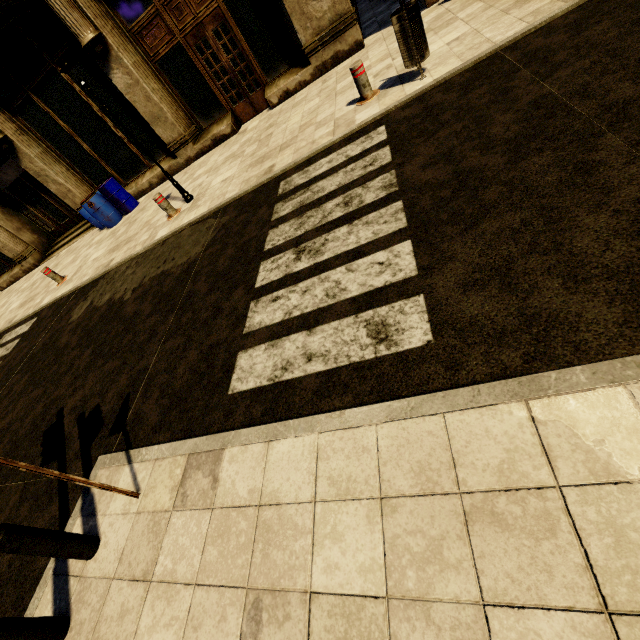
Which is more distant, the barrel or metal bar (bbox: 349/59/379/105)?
the barrel

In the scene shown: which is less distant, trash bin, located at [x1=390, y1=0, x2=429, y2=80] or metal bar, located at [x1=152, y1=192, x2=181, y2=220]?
trash bin, located at [x1=390, y1=0, x2=429, y2=80]

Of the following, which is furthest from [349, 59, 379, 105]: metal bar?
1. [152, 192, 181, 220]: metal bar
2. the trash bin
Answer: [152, 192, 181, 220]: metal bar

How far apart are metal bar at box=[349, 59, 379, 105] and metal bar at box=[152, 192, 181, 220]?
4.8 meters

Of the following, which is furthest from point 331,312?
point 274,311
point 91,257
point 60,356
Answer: point 91,257

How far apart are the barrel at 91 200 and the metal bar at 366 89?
8.6 meters

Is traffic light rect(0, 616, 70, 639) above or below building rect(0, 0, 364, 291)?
below

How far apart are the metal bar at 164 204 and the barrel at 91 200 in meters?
4.3 m
